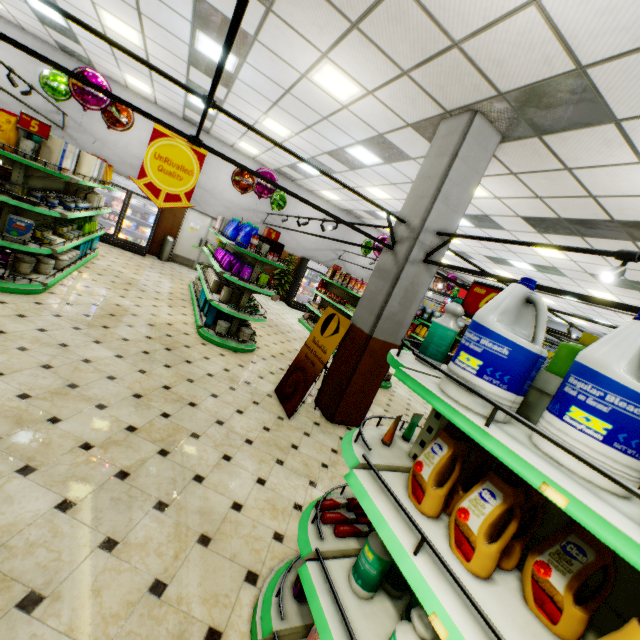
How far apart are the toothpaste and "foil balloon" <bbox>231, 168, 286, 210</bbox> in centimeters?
741cm

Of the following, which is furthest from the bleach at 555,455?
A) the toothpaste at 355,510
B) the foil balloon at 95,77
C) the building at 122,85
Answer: the foil balloon at 95,77

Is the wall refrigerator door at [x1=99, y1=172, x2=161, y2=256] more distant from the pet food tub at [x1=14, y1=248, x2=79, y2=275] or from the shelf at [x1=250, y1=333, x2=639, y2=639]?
the shelf at [x1=250, y1=333, x2=639, y2=639]

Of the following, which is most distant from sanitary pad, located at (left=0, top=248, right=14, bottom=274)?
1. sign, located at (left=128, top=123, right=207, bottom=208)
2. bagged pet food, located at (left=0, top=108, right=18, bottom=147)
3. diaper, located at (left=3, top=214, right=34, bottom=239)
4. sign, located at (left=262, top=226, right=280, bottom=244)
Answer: sign, located at (left=262, top=226, right=280, bottom=244)

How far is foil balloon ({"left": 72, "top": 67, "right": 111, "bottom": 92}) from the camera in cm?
609

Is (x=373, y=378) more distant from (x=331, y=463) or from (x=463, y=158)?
(x=463, y=158)

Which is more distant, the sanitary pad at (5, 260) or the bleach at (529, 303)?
the sanitary pad at (5, 260)

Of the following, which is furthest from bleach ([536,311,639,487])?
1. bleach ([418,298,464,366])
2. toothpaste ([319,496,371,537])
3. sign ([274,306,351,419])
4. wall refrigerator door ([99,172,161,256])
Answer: wall refrigerator door ([99,172,161,256])
